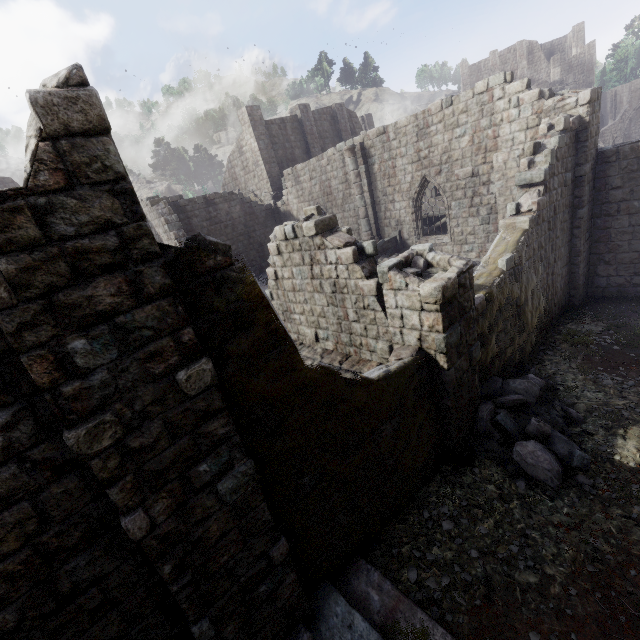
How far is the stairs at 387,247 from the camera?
17.0m

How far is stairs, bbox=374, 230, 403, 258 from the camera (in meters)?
17.05

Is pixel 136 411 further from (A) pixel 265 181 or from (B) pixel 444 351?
(A) pixel 265 181

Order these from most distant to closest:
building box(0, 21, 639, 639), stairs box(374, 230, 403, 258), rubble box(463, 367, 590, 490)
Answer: stairs box(374, 230, 403, 258)
rubble box(463, 367, 590, 490)
building box(0, 21, 639, 639)

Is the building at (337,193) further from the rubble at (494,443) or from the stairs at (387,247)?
the stairs at (387,247)

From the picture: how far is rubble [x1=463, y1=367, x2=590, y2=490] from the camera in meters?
6.6

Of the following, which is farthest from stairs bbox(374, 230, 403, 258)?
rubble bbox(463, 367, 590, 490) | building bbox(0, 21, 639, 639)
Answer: rubble bbox(463, 367, 590, 490)
